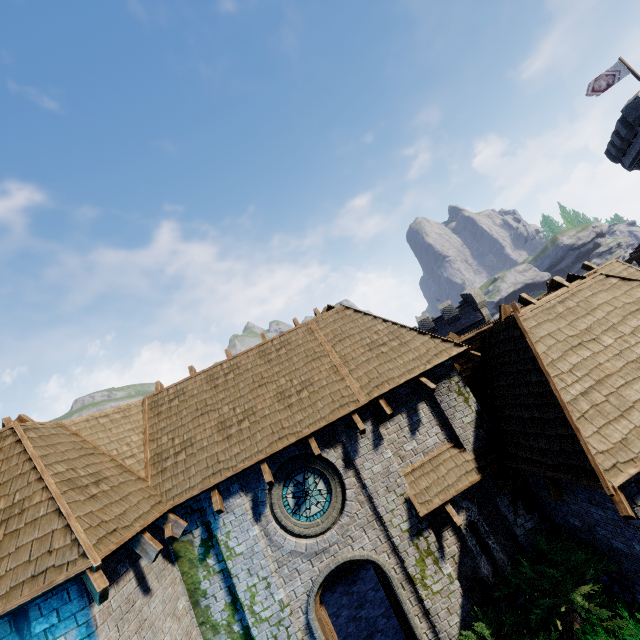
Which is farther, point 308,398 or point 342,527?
point 308,398

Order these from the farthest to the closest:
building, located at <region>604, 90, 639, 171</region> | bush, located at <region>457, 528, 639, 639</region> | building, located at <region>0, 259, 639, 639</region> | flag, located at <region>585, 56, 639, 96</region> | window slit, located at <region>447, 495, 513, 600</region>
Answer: flag, located at <region>585, 56, 639, 96</region> → building, located at <region>604, 90, 639, 171</region> → window slit, located at <region>447, 495, 513, 600</region> → bush, located at <region>457, 528, 639, 639</region> → building, located at <region>0, 259, 639, 639</region>

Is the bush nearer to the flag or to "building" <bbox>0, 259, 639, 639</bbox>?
"building" <bbox>0, 259, 639, 639</bbox>

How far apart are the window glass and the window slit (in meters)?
3.04

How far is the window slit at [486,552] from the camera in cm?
803

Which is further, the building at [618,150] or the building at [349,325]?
the building at [618,150]

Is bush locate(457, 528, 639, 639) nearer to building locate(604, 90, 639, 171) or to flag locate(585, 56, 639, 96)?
building locate(604, 90, 639, 171)

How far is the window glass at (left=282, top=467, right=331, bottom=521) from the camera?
8.4 meters
